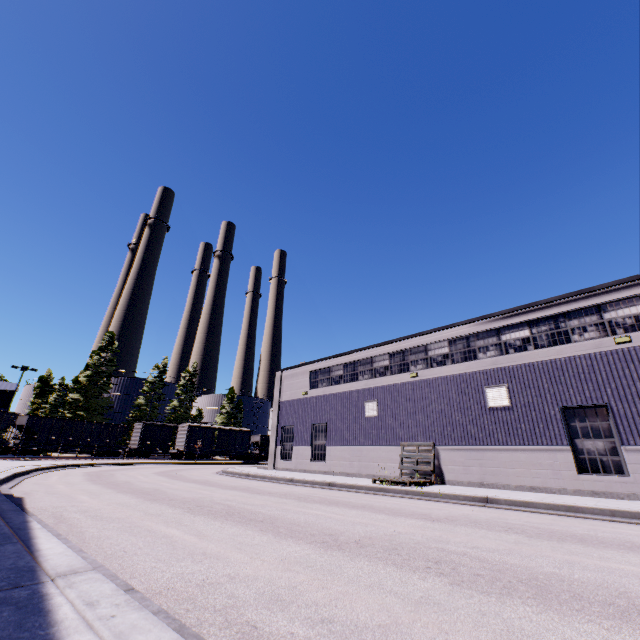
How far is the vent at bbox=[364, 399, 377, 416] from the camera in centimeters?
1947cm

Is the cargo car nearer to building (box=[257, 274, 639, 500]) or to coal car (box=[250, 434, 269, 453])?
coal car (box=[250, 434, 269, 453])

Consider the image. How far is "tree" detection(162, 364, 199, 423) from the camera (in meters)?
56.07

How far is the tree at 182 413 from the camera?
56.1 meters

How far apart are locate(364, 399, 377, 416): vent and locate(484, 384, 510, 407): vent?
6.2 meters

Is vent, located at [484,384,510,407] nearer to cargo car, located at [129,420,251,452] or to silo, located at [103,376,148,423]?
cargo car, located at [129,420,251,452]

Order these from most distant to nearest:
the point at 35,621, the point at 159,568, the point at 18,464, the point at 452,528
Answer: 1. the point at 18,464
2. the point at 452,528
3. the point at 159,568
4. the point at 35,621

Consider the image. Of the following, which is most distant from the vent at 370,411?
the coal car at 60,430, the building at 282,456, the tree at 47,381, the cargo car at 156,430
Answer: the tree at 47,381
